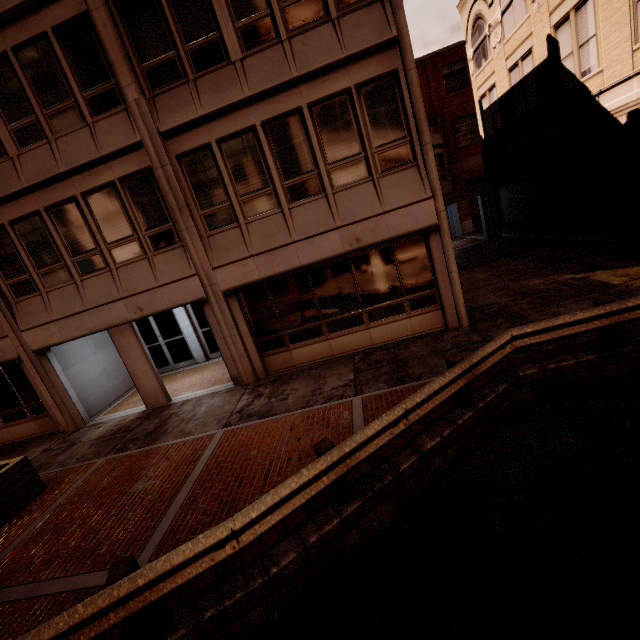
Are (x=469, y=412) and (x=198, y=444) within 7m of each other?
yes

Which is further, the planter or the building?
the building

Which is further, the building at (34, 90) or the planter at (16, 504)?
the building at (34, 90)
